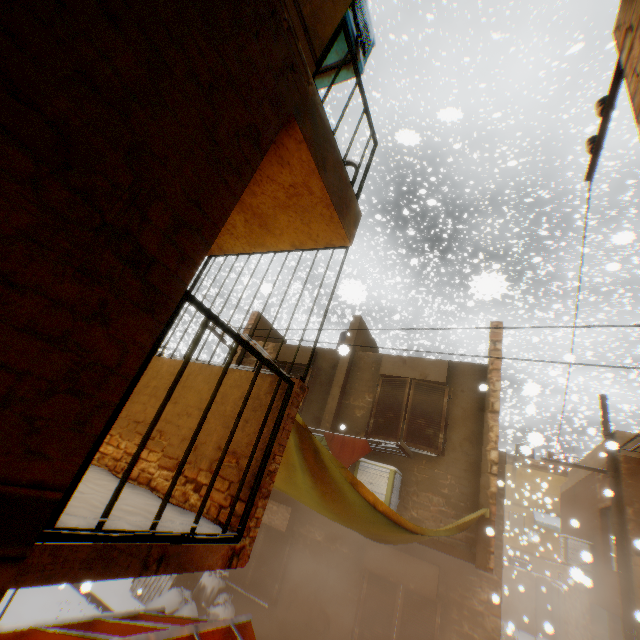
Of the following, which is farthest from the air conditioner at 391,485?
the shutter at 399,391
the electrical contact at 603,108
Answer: the electrical contact at 603,108

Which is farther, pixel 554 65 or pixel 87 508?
pixel 554 65

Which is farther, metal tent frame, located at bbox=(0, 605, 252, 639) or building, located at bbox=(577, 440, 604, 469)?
building, located at bbox=(577, 440, 604, 469)

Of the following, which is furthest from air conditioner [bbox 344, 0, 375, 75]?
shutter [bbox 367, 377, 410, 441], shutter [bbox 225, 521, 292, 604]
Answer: shutter [bbox 367, 377, 410, 441]

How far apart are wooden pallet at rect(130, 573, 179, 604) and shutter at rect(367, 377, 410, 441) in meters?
6.6

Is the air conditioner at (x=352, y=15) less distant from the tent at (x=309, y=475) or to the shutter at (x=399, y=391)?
the tent at (x=309, y=475)

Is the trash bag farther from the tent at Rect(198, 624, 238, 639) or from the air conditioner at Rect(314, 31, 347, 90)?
the air conditioner at Rect(314, 31, 347, 90)

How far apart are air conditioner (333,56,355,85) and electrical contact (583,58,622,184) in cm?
261
